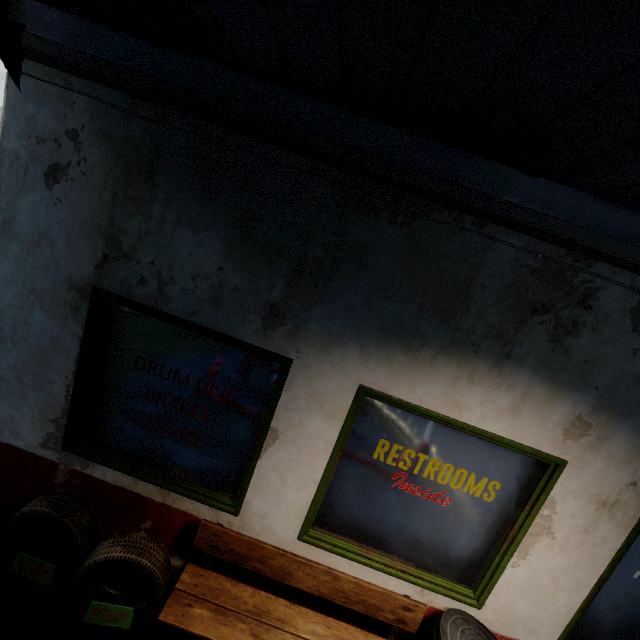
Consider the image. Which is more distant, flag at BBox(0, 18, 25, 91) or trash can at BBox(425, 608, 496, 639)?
trash can at BBox(425, 608, 496, 639)

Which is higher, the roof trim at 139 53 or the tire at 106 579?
the roof trim at 139 53

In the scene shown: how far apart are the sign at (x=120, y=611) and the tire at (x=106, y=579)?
0.1m

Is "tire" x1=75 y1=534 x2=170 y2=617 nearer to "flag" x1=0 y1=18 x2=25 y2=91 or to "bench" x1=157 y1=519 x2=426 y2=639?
"bench" x1=157 y1=519 x2=426 y2=639

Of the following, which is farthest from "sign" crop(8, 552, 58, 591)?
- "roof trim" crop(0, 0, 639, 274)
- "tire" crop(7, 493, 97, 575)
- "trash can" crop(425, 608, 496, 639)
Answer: "roof trim" crop(0, 0, 639, 274)

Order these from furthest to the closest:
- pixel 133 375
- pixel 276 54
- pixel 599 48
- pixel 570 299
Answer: pixel 133 375
pixel 570 299
pixel 276 54
pixel 599 48

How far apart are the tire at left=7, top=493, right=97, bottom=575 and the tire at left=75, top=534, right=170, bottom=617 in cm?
14

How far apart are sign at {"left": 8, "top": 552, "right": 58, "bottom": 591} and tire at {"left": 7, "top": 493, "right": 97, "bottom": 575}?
0.01m
